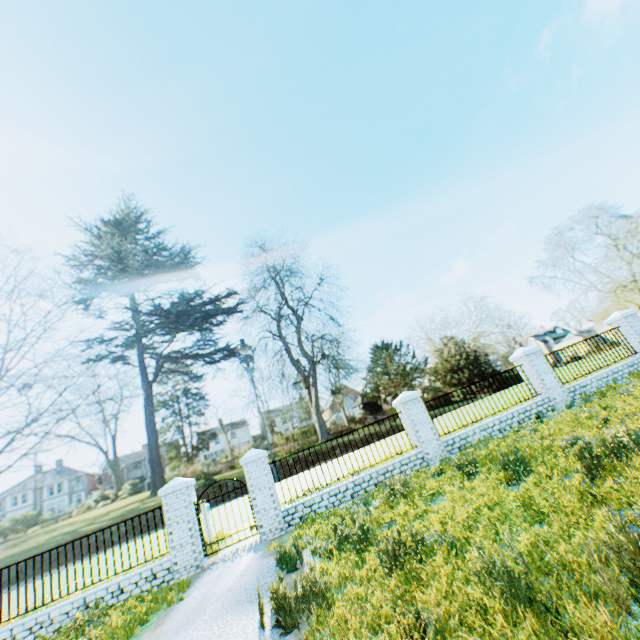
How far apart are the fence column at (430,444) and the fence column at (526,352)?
4.6 meters

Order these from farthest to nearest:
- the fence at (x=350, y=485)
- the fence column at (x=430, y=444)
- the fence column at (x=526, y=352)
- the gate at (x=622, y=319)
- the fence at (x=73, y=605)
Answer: the gate at (x=622, y=319) < the fence column at (x=526, y=352) < the fence column at (x=430, y=444) < the fence at (x=350, y=485) < the fence at (x=73, y=605)

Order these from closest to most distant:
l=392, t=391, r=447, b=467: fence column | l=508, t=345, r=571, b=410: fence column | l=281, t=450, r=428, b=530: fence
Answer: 1. l=281, t=450, r=428, b=530: fence
2. l=392, t=391, r=447, b=467: fence column
3. l=508, t=345, r=571, b=410: fence column

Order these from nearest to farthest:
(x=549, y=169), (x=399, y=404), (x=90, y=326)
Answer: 1. (x=399, y=404)
2. (x=549, y=169)
3. (x=90, y=326)

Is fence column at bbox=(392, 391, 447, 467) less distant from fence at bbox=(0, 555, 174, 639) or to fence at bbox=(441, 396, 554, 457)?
fence at bbox=(441, 396, 554, 457)

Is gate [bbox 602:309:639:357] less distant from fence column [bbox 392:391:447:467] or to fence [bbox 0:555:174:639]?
fence column [bbox 392:391:447:467]

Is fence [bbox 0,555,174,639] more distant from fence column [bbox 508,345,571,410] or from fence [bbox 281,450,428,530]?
fence column [bbox 508,345,571,410]

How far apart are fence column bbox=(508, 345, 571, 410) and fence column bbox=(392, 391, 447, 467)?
4.6m
